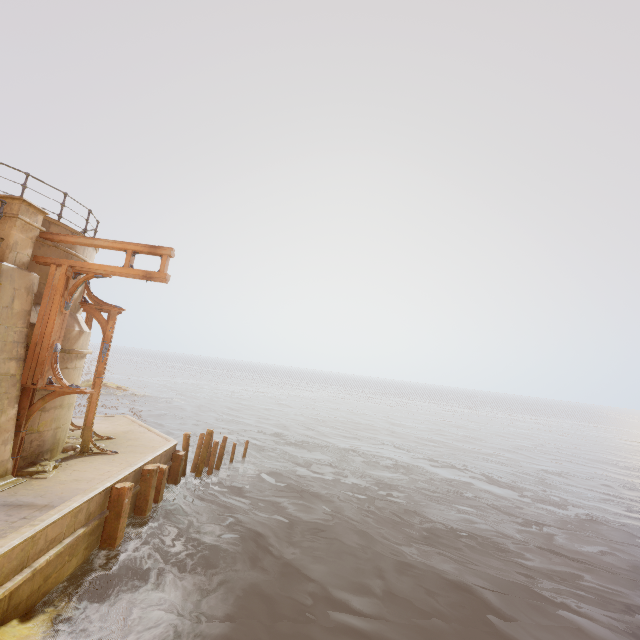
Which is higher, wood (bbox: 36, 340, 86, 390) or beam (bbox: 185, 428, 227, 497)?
wood (bbox: 36, 340, 86, 390)

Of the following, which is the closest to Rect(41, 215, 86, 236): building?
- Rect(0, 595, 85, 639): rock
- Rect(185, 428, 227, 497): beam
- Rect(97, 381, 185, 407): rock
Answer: Rect(0, 595, 85, 639): rock

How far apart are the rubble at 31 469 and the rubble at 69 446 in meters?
1.0 m

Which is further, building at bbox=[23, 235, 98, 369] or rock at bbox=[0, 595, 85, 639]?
building at bbox=[23, 235, 98, 369]

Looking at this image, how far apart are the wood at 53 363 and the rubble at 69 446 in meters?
3.1 m

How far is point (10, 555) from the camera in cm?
563

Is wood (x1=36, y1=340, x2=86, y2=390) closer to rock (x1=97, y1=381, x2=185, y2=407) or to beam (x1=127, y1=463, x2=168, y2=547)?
beam (x1=127, y1=463, x2=168, y2=547)

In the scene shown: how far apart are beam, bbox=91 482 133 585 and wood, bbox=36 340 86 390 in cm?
266
